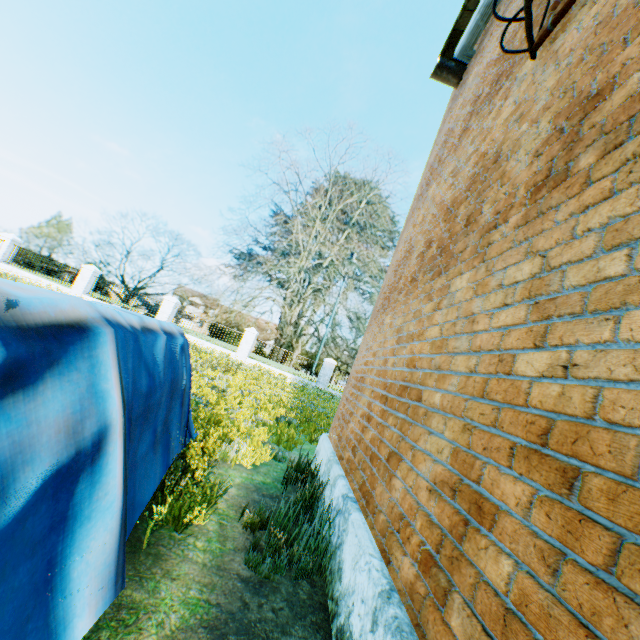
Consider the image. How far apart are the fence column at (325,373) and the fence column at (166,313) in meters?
10.3

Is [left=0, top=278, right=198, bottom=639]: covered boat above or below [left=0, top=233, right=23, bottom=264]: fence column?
below

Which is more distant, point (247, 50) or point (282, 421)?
point (247, 50)

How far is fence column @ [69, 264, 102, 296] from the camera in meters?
20.4

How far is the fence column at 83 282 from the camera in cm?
2042

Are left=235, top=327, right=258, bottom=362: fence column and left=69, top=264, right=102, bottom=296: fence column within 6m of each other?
no

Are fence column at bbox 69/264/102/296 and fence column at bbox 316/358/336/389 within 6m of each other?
no

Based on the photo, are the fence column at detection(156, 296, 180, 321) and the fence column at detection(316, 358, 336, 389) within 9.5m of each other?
no
